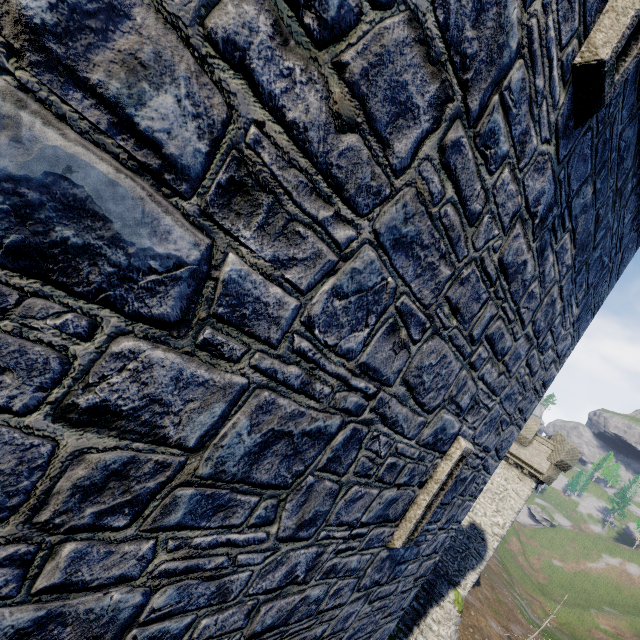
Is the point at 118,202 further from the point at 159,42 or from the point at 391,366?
the point at 391,366

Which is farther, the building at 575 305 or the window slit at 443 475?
the window slit at 443 475

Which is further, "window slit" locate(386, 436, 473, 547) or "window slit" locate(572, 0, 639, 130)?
"window slit" locate(386, 436, 473, 547)

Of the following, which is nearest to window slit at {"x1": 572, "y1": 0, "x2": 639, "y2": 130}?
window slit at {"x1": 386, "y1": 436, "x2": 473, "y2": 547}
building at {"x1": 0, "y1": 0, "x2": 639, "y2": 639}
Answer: building at {"x1": 0, "y1": 0, "x2": 639, "y2": 639}

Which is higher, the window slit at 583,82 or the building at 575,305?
the window slit at 583,82

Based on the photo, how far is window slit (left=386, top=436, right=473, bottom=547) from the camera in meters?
4.9 m

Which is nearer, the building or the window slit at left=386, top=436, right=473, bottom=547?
the building

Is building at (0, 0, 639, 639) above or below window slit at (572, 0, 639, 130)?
below
